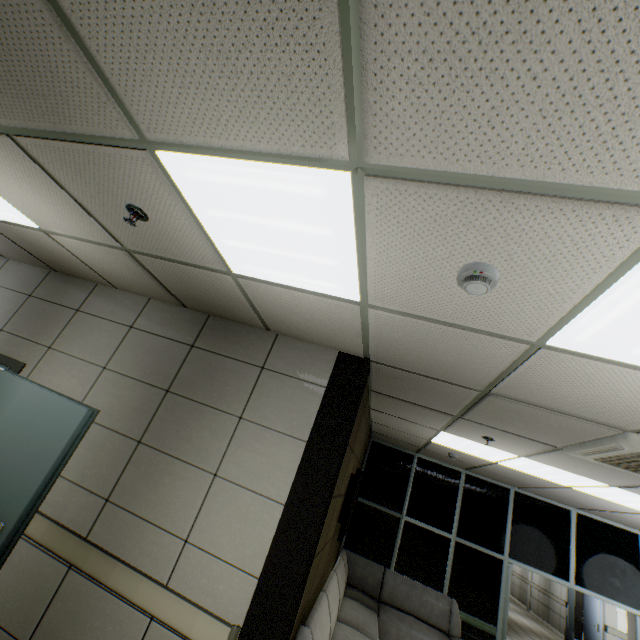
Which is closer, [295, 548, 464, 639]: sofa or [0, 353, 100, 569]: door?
[0, 353, 100, 569]: door

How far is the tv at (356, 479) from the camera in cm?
401

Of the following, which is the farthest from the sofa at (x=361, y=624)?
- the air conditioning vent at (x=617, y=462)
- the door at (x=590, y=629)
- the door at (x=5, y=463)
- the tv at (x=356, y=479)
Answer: the door at (x=590, y=629)

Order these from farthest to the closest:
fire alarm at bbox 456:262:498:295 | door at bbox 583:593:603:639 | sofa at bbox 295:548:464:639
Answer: door at bbox 583:593:603:639
sofa at bbox 295:548:464:639
fire alarm at bbox 456:262:498:295

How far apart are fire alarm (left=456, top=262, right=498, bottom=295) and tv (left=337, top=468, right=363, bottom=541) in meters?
3.5 m

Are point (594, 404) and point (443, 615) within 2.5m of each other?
no

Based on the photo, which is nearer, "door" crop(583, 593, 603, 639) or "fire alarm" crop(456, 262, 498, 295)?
"fire alarm" crop(456, 262, 498, 295)

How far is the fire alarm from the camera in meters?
1.4 m
